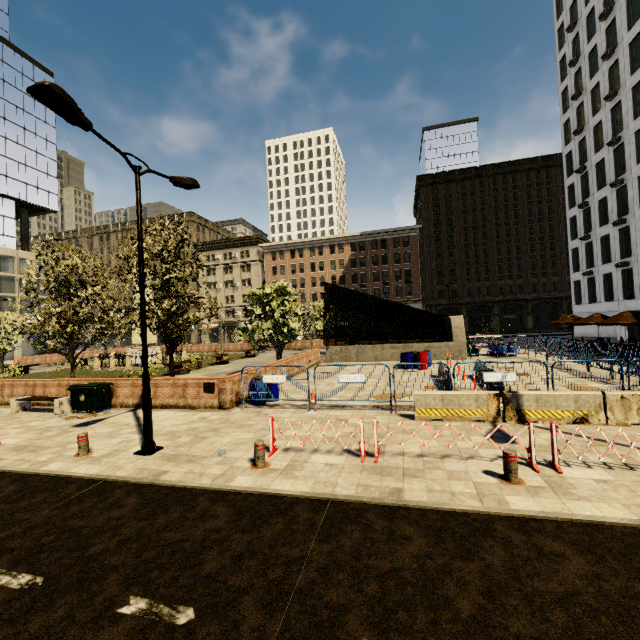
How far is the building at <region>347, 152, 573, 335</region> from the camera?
52.53m

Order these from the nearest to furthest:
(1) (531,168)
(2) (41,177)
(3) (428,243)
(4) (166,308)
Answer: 1. (4) (166,308)
2. (1) (531,168)
3. (2) (41,177)
4. (3) (428,243)

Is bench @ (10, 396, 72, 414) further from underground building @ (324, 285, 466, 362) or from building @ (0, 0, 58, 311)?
building @ (0, 0, 58, 311)

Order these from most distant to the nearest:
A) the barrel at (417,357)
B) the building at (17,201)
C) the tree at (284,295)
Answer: the building at (17,201), the barrel at (417,357), the tree at (284,295)

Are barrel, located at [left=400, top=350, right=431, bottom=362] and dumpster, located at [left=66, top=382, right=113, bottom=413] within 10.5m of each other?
no

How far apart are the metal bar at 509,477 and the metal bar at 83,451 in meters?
9.6

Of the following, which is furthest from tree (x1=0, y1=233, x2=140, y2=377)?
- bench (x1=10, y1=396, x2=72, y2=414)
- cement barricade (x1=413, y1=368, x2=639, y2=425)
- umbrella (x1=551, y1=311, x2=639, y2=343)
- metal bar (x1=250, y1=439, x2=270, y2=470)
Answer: umbrella (x1=551, y1=311, x2=639, y2=343)

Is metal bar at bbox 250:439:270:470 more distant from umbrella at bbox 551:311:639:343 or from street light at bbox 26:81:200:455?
umbrella at bbox 551:311:639:343
